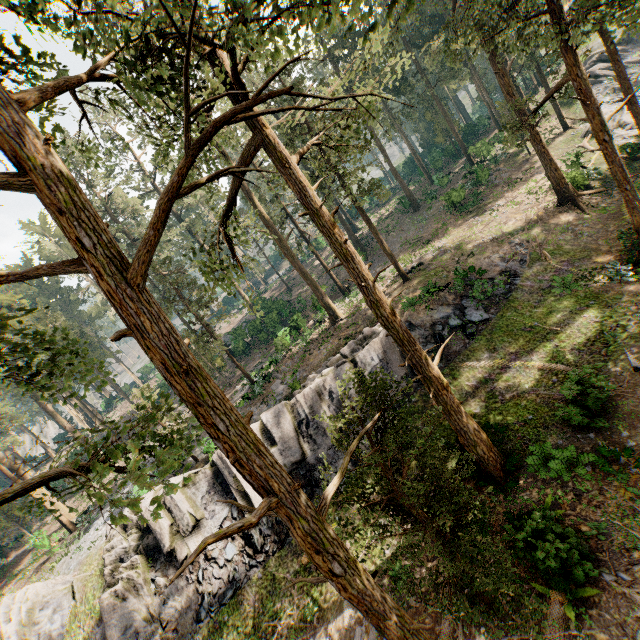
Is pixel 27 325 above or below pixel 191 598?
above

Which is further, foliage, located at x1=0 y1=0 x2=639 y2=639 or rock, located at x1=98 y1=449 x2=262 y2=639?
rock, located at x1=98 y1=449 x2=262 y2=639

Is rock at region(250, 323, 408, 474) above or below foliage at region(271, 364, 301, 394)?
below

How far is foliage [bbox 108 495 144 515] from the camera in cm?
409

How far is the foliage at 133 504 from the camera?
4.09m

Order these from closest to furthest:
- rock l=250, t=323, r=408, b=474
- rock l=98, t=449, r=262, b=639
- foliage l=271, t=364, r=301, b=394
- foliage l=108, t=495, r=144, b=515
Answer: foliage l=108, t=495, r=144, b=515, rock l=98, t=449, r=262, b=639, rock l=250, t=323, r=408, b=474, foliage l=271, t=364, r=301, b=394

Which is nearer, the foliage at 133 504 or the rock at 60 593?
the foliage at 133 504
